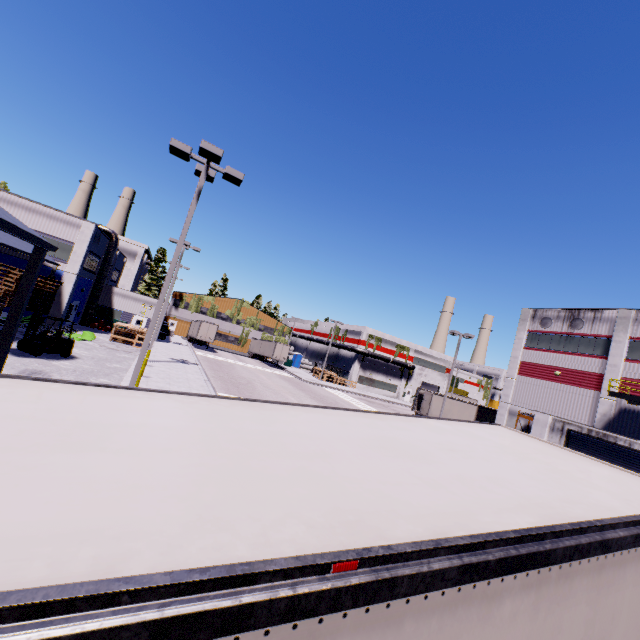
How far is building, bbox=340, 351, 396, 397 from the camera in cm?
5628

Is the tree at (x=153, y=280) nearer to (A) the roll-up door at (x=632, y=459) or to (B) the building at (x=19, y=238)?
(B) the building at (x=19, y=238)

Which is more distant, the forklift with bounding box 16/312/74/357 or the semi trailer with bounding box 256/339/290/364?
the semi trailer with bounding box 256/339/290/364

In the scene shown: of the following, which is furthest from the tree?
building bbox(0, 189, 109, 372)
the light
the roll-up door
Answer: the light

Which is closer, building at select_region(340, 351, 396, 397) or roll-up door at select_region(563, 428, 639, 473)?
roll-up door at select_region(563, 428, 639, 473)

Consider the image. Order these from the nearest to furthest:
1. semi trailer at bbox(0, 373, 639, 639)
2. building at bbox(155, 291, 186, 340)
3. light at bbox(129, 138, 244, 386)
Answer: semi trailer at bbox(0, 373, 639, 639) → light at bbox(129, 138, 244, 386) → building at bbox(155, 291, 186, 340)

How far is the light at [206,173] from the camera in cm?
1020

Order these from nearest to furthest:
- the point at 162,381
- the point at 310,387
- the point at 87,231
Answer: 1. the point at 162,381
2. the point at 87,231
3. the point at 310,387
